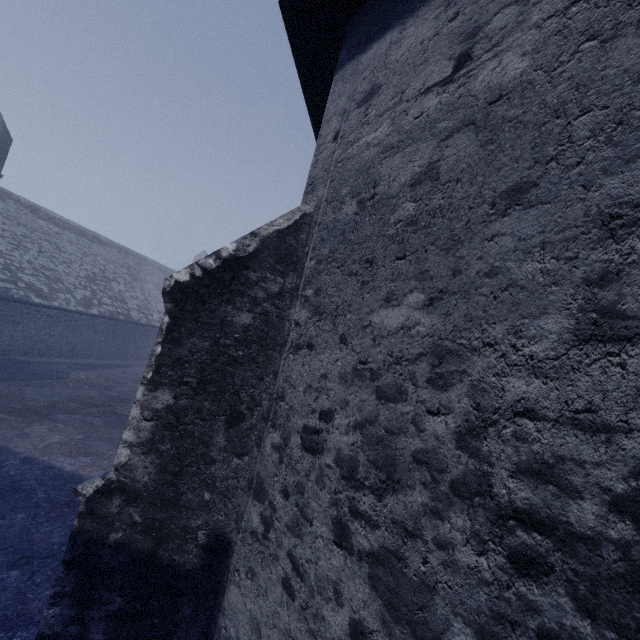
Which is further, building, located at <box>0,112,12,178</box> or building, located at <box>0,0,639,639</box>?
building, located at <box>0,112,12,178</box>

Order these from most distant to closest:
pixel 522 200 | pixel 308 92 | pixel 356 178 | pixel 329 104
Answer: pixel 308 92 → pixel 329 104 → pixel 356 178 → pixel 522 200

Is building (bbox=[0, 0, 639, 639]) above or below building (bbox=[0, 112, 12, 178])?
below

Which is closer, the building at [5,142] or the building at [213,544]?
the building at [213,544]

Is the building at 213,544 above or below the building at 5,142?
below
